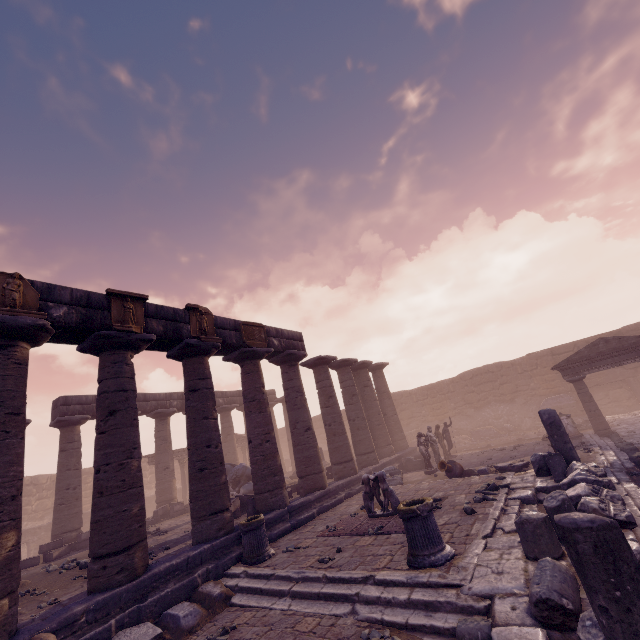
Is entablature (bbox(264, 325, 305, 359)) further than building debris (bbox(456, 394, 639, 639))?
Yes

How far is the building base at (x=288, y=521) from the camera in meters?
9.5

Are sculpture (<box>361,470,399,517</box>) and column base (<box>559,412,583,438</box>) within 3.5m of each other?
no

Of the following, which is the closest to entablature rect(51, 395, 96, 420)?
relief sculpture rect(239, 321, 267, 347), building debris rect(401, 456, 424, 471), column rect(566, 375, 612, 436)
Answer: relief sculpture rect(239, 321, 267, 347)

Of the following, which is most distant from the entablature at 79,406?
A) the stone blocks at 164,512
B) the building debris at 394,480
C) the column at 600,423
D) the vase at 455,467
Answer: the column at 600,423

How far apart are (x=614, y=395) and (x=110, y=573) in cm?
2797

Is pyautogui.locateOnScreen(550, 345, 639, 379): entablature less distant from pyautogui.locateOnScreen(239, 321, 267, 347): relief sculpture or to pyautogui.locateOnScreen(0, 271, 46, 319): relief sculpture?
pyautogui.locateOnScreen(239, 321, 267, 347): relief sculpture

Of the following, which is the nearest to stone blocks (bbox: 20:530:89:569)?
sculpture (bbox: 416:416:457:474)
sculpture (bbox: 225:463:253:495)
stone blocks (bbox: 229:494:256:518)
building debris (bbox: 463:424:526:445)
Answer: sculpture (bbox: 225:463:253:495)
